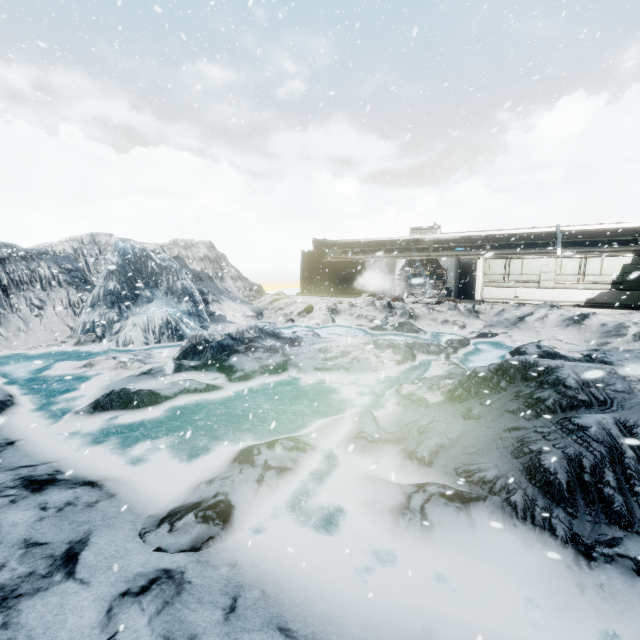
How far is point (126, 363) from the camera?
11.5 meters
